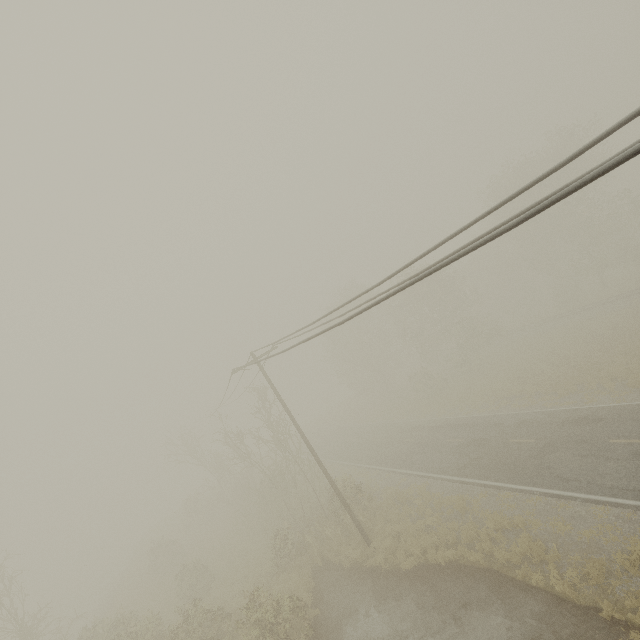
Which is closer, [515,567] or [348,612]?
[515,567]
